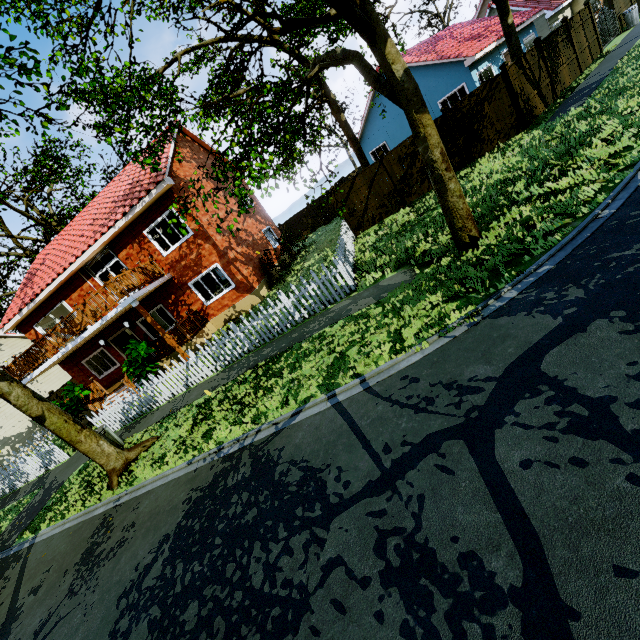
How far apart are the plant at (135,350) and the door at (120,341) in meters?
4.2

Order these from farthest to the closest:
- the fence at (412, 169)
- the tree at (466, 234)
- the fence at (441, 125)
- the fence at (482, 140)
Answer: the fence at (412, 169), the fence at (441, 125), the fence at (482, 140), the tree at (466, 234)

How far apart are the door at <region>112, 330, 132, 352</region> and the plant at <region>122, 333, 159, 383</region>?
4.19m

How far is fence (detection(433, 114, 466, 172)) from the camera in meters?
13.3 m

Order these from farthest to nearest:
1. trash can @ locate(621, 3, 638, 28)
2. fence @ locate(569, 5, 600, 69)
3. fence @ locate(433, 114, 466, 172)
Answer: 1. trash can @ locate(621, 3, 638, 28)
2. fence @ locate(569, 5, 600, 69)
3. fence @ locate(433, 114, 466, 172)

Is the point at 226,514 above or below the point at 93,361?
below
